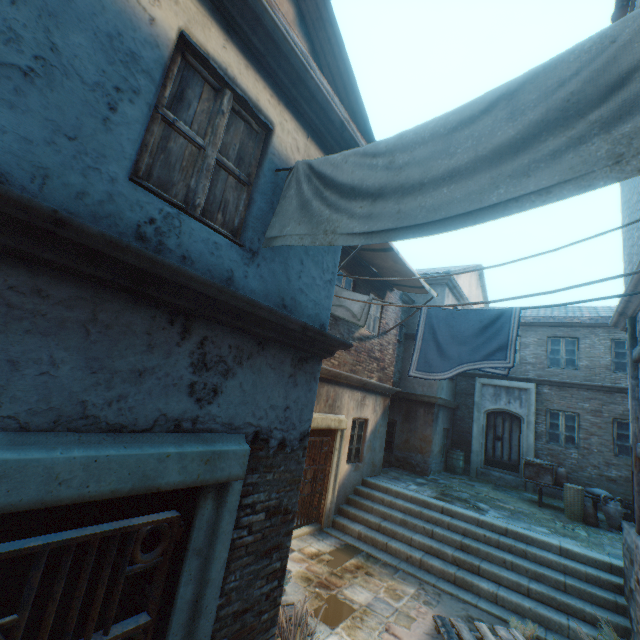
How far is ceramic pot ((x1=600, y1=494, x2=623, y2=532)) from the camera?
8.82m

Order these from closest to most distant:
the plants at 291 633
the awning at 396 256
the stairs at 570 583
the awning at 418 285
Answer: the plants at 291 633
the stairs at 570 583
the awning at 396 256
the awning at 418 285

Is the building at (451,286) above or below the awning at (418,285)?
above

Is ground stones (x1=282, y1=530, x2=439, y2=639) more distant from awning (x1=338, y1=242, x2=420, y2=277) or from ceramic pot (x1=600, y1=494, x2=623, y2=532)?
ceramic pot (x1=600, y1=494, x2=623, y2=532)

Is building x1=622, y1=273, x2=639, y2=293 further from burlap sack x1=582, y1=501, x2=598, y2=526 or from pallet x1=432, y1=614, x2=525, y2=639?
burlap sack x1=582, y1=501, x2=598, y2=526

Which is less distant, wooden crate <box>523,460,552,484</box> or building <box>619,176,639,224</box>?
building <box>619,176,639,224</box>

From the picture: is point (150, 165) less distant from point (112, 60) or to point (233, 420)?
point (112, 60)

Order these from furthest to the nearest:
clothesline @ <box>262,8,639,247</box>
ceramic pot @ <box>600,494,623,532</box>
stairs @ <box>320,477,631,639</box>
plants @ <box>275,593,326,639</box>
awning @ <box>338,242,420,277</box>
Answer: ceramic pot @ <box>600,494,623,532</box>
awning @ <box>338,242,420,277</box>
stairs @ <box>320,477,631,639</box>
plants @ <box>275,593,326,639</box>
clothesline @ <box>262,8,639,247</box>
